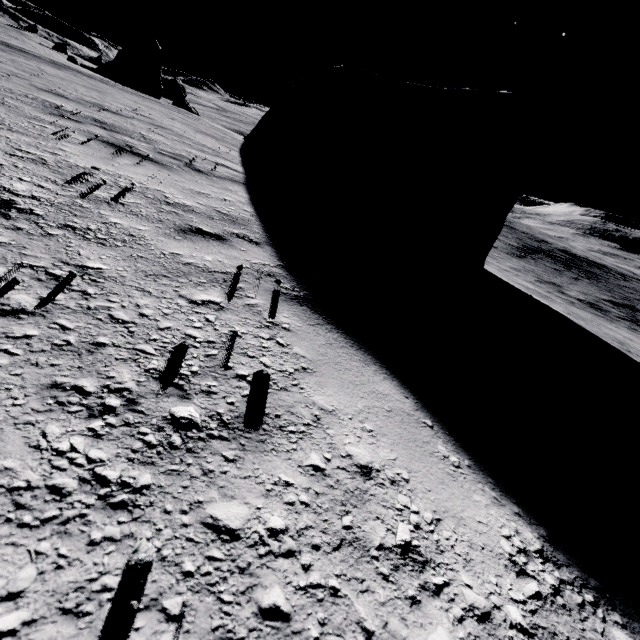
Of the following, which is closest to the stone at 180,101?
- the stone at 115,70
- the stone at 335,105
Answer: the stone at 115,70

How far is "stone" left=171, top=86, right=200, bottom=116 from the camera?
54.47m

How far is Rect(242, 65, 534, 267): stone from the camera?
11.19m

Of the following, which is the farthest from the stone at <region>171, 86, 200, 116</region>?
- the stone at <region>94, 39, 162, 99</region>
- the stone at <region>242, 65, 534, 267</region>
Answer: the stone at <region>242, 65, 534, 267</region>

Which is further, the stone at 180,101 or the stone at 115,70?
the stone at 180,101

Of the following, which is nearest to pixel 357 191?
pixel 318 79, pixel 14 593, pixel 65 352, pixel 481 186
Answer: pixel 481 186

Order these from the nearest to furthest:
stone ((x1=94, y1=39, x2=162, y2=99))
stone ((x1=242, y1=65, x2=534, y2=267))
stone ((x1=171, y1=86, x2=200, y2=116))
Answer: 1. stone ((x1=242, y1=65, x2=534, y2=267))
2. stone ((x1=94, y1=39, x2=162, y2=99))
3. stone ((x1=171, y1=86, x2=200, y2=116))
